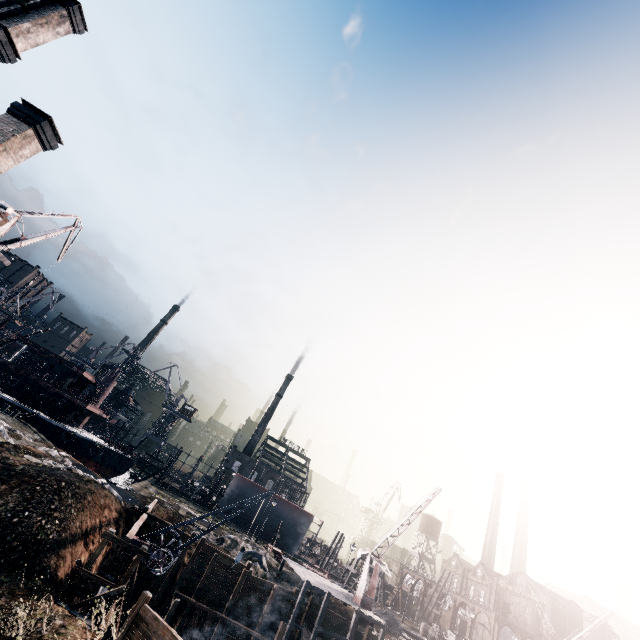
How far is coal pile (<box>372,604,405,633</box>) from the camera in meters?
37.2 m

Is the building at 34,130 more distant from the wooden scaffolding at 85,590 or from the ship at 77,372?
the ship at 77,372

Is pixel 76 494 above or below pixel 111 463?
above

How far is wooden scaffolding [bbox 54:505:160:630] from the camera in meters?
17.1 m

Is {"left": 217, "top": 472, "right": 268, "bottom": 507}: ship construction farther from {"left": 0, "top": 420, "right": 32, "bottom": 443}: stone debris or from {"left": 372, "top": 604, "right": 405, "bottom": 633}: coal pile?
{"left": 0, "top": 420, "right": 32, "bottom": 443}: stone debris

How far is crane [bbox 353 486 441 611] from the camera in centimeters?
3133cm

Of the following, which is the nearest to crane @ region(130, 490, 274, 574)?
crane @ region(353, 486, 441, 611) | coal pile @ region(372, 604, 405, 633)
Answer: crane @ region(353, 486, 441, 611)

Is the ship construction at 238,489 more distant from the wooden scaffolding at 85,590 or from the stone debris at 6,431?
the wooden scaffolding at 85,590
